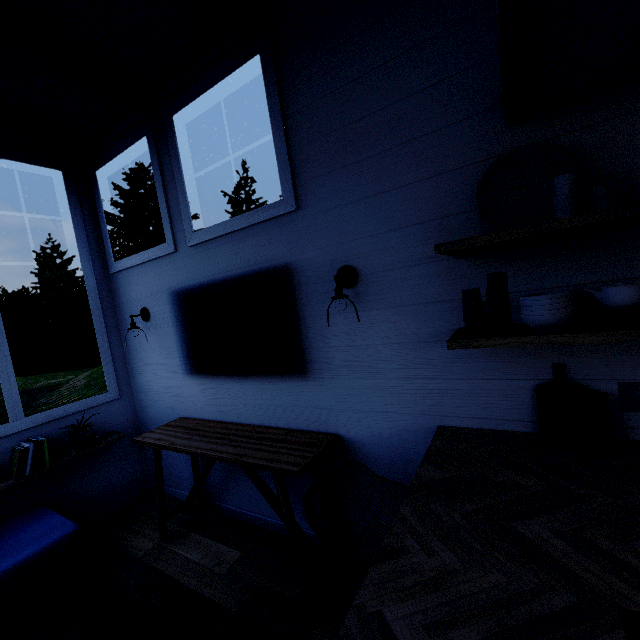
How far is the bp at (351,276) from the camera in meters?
1.9 m

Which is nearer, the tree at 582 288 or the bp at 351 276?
the tree at 582 288

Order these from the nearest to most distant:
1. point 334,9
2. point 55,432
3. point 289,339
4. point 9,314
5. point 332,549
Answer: point 332,549 → point 334,9 → point 289,339 → point 55,432 → point 9,314

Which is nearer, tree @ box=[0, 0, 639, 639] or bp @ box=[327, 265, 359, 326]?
tree @ box=[0, 0, 639, 639]

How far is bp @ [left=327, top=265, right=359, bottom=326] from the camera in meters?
1.9 m
